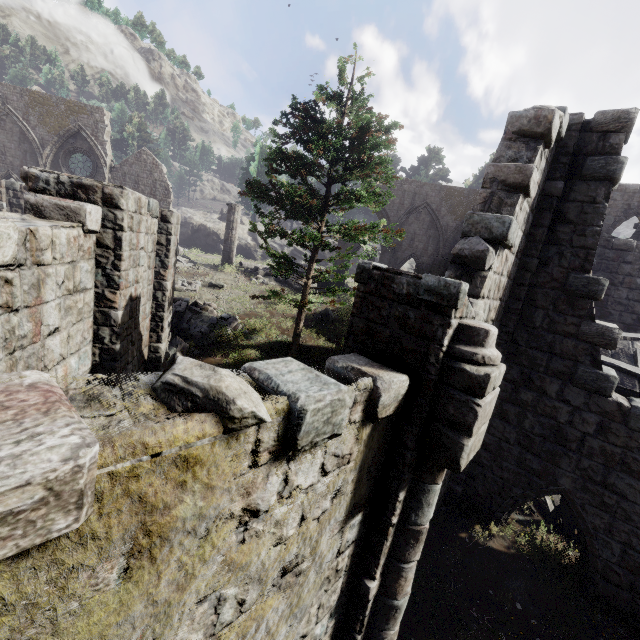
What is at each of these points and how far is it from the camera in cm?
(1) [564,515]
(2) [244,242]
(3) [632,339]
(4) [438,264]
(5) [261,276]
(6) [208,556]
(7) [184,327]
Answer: (1) broken furniture, 839
(2) rock, 3706
(3) wooden plank rubble, 1026
(4) column, 2455
(5) rubble, 2347
(6) building, 211
(7) rubble, 1422

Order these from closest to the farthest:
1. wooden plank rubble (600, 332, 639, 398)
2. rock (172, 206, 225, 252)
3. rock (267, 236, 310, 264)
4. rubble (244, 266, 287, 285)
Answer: wooden plank rubble (600, 332, 639, 398) < rubble (244, 266, 287, 285) < rock (172, 206, 225, 252) < rock (267, 236, 310, 264)

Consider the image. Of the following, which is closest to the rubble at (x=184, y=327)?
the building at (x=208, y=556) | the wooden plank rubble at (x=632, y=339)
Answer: the building at (x=208, y=556)

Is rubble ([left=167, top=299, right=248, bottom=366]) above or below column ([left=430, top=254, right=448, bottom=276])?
below

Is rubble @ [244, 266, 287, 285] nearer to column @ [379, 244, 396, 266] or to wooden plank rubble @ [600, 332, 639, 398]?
column @ [379, 244, 396, 266]

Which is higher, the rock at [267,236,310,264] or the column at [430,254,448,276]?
the column at [430,254,448,276]

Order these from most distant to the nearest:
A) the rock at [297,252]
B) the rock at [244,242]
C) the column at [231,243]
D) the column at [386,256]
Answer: the rock at [297,252]
the rock at [244,242]
the column at [386,256]
the column at [231,243]

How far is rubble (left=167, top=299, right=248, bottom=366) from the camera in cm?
1298
